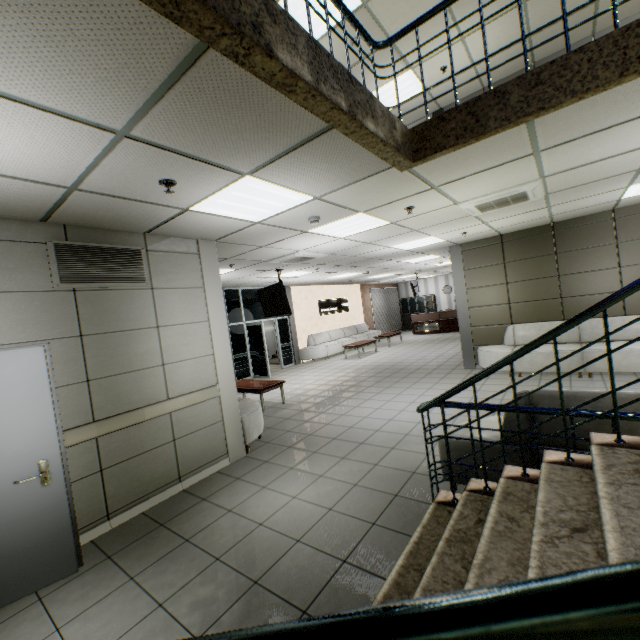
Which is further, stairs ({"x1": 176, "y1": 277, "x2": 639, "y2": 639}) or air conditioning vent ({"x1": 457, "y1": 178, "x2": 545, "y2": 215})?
air conditioning vent ({"x1": 457, "y1": 178, "x2": 545, "y2": 215})

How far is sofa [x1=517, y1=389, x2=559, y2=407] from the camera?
2.7 meters

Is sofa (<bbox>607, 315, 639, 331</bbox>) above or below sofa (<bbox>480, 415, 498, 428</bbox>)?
above

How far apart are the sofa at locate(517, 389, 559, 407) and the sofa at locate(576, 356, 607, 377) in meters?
4.0 m

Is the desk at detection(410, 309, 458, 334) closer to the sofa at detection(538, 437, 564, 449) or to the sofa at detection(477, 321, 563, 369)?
the sofa at detection(477, 321, 563, 369)

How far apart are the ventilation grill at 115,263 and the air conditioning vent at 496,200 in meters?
4.3

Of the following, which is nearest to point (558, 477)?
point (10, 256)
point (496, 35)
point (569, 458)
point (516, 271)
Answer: point (569, 458)

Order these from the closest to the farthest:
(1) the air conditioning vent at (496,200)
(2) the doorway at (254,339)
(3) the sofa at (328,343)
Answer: (1) the air conditioning vent at (496,200) → (2) the doorway at (254,339) → (3) the sofa at (328,343)
